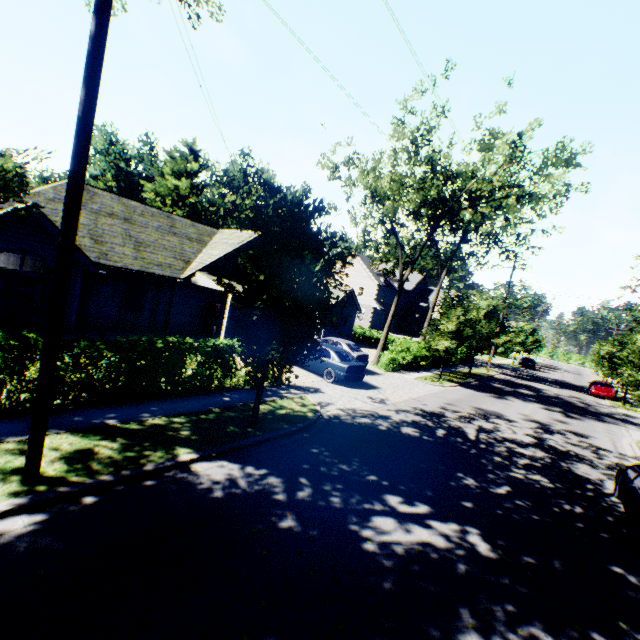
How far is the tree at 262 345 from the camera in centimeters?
743cm

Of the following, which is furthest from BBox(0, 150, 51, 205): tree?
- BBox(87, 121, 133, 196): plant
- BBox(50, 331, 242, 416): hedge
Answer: BBox(50, 331, 242, 416): hedge

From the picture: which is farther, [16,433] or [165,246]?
[165,246]

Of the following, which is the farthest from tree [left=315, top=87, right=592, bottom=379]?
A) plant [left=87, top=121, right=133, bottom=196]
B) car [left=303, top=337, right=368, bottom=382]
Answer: car [left=303, top=337, right=368, bottom=382]

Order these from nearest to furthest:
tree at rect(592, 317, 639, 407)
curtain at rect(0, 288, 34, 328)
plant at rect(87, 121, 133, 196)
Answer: tree at rect(592, 317, 639, 407)
curtain at rect(0, 288, 34, 328)
plant at rect(87, 121, 133, 196)

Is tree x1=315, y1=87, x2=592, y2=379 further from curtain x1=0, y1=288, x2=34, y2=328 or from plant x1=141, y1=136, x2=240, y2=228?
curtain x1=0, y1=288, x2=34, y2=328

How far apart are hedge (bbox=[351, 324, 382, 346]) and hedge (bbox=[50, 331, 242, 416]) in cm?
2706

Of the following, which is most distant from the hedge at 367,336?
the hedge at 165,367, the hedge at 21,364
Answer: the hedge at 21,364
